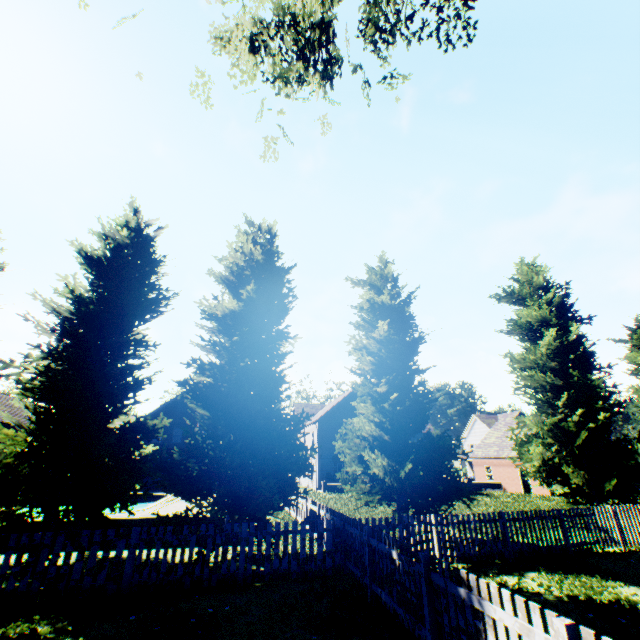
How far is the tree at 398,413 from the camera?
11.7 meters

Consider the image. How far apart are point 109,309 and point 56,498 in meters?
5.6

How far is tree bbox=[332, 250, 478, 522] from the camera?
11.7 meters

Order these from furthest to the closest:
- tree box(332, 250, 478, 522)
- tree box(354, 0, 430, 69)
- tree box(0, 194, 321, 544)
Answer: tree box(332, 250, 478, 522), tree box(0, 194, 321, 544), tree box(354, 0, 430, 69)

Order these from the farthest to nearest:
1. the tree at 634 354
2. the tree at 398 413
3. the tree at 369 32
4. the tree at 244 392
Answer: the tree at 634 354 < the tree at 398 413 < the tree at 244 392 < the tree at 369 32

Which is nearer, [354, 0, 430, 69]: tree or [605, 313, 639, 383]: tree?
[354, 0, 430, 69]: tree

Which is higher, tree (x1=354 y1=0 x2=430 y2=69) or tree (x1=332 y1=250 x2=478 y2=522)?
tree (x1=354 y1=0 x2=430 y2=69)
